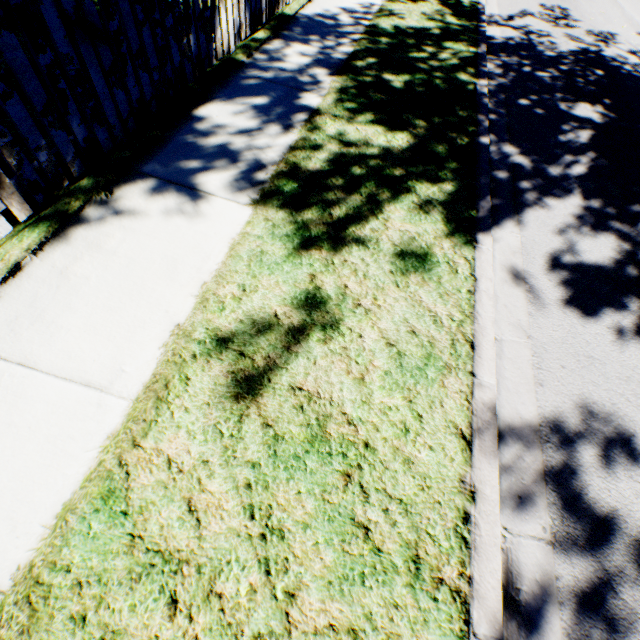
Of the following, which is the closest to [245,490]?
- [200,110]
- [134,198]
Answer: [134,198]
